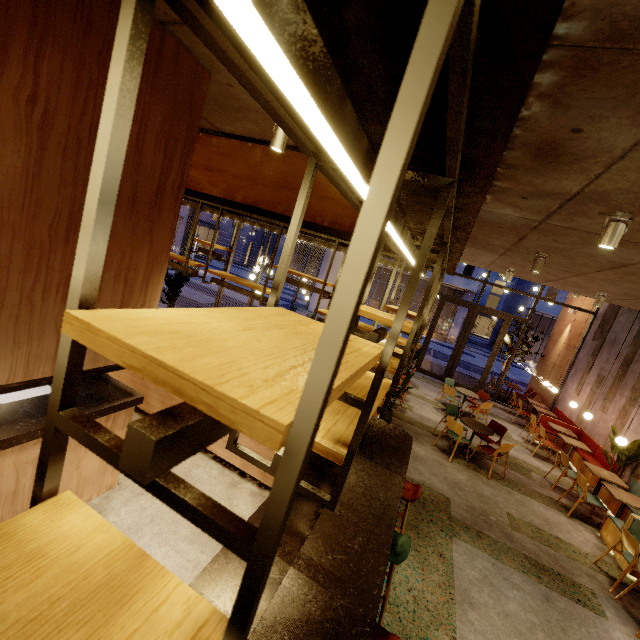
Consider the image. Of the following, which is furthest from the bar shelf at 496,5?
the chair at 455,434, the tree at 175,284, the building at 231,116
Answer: the chair at 455,434

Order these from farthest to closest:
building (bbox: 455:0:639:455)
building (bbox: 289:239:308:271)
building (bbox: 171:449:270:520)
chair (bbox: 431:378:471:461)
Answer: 1. building (bbox: 289:239:308:271)
2. chair (bbox: 431:378:471:461)
3. building (bbox: 171:449:270:520)
4. building (bbox: 455:0:639:455)

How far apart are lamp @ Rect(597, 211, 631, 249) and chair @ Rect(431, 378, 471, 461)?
4.74m

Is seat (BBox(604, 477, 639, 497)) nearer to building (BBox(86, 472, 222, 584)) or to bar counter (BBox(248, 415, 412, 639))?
building (BBox(86, 472, 222, 584))

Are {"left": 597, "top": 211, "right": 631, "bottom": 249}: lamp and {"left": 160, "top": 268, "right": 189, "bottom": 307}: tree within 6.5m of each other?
no

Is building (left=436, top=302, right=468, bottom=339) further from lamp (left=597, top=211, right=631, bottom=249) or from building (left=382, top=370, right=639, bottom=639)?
lamp (left=597, top=211, right=631, bottom=249)

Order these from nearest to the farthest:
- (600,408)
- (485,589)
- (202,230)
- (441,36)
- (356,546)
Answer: (441,36)
(356,546)
(485,589)
(600,408)
(202,230)

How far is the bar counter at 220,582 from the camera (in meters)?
2.22
